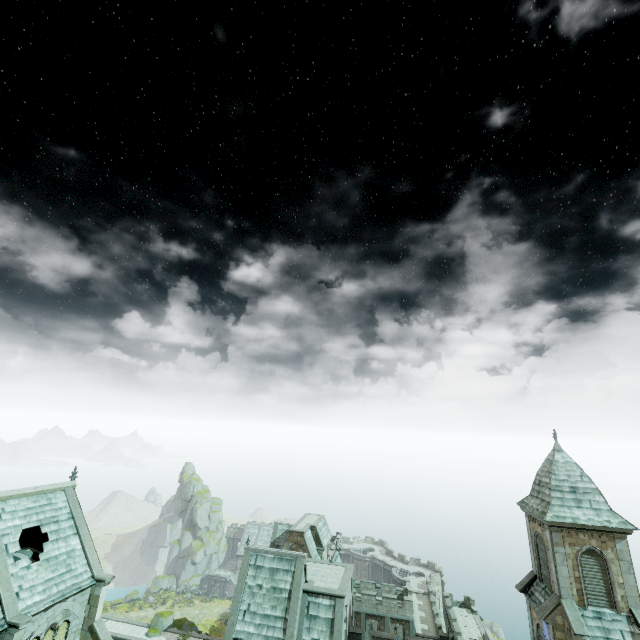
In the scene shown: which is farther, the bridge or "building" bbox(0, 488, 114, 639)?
the bridge

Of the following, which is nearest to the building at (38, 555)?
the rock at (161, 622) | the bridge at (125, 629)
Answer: the bridge at (125, 629)

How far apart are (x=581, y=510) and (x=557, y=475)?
2.5m

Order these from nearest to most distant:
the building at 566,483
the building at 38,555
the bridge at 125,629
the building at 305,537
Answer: the building at 38,555, the building at 566,483, the building at 305,537, the bridge at 125,629

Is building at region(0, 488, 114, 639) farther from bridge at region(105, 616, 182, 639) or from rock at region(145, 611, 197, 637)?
rock at region(145, 611, 197, 637)

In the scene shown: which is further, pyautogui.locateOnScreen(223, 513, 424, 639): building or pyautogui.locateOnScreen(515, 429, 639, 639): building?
pyautogui.locateOnScreen(223, 513, 424, 639): building

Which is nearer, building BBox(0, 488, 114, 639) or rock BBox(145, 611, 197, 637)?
building BBox(0, 488, 114, 639)
